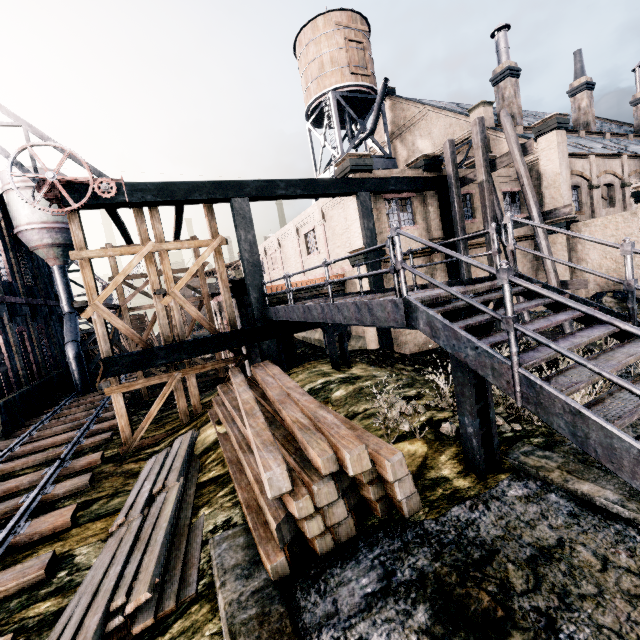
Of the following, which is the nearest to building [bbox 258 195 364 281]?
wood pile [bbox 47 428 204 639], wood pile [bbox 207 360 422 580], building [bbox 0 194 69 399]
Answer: wood pile [bbox 207 360 422 580]

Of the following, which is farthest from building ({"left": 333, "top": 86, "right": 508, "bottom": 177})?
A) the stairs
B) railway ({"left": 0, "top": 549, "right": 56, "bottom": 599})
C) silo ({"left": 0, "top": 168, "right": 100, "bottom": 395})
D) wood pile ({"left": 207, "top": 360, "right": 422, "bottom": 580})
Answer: silo ({"left": 0, "top": 168, "right": 100, "bottom": 395})

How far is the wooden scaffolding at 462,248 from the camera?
14.8m

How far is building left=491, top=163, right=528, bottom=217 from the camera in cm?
2042

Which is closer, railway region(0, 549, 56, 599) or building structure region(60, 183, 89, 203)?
railway region(0, 549, 56, 599)

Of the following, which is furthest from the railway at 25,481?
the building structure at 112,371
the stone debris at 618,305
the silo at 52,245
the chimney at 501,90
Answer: the chimney at 501,90

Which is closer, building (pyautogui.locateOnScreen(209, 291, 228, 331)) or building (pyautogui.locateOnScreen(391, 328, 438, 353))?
building (pyautogui.locateOnScreen(391, 328, 438, 353))

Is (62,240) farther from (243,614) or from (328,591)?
(328,591)
